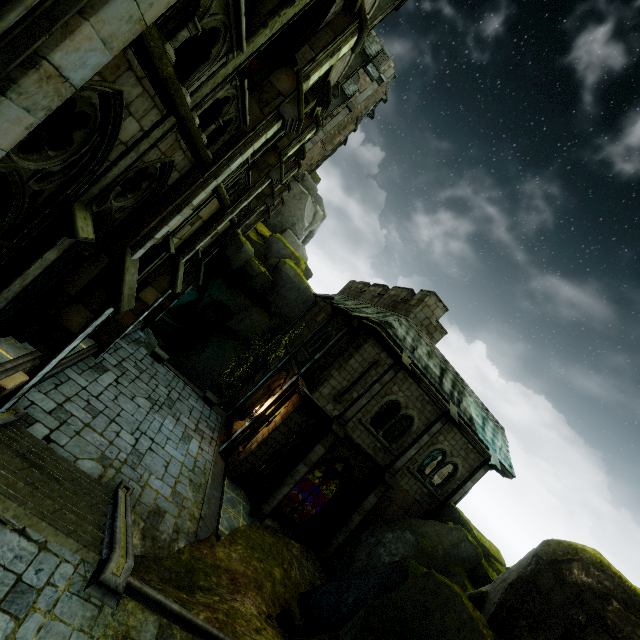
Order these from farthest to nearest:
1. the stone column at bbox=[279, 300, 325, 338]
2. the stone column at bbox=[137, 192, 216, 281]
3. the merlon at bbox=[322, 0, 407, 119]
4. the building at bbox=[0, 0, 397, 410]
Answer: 1. the stone column at bbox=[279, 300, 325, 338]
2. the merlon at bbox=[322, 0, 407, 119]
3. the stone column at bbox=[137, 192, 216, 281]
4. the building at bbox=[0, 0, 397, 410]

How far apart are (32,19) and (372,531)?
18.0m

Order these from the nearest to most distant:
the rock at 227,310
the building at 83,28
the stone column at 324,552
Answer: the building at 83,28
the stone column at 324,552
the rock at 227,310

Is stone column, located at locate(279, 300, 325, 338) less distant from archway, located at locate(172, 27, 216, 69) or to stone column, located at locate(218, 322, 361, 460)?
stone column, located at locate(218, 322, 361, 460)

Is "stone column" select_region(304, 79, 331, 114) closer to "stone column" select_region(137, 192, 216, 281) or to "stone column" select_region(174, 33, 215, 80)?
"stone column" select_region(137, 192, 216, 281)

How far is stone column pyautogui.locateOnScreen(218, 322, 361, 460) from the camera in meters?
15.9

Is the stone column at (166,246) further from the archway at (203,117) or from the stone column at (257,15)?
the stone column at (257,15)

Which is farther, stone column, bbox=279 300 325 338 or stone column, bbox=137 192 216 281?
stone column, bbox=279 300 325 338
